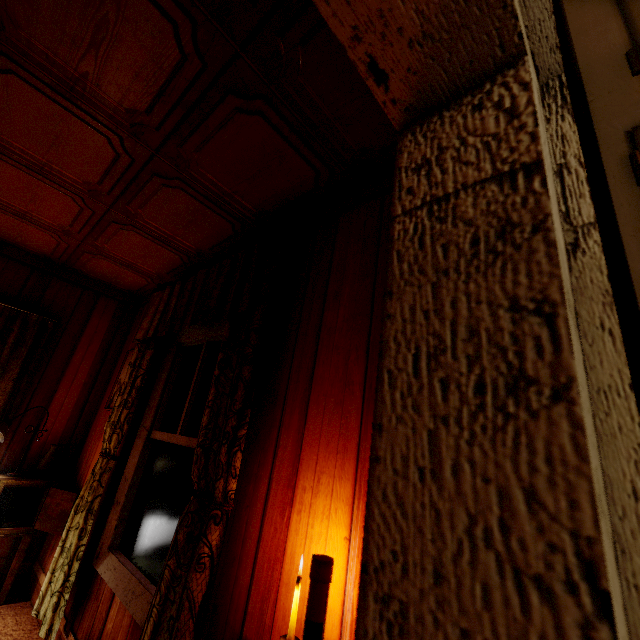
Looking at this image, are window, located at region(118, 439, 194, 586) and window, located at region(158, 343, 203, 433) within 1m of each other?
yes

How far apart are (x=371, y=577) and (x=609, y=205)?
0.7m

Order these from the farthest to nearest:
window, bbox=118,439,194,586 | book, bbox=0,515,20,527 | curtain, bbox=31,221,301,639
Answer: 1. book, bbox=0,515,20,527
2. window, bbox=118,439,194,586
3. curtain, bbox=31,221,301,639

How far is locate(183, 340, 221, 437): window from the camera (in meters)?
2.09

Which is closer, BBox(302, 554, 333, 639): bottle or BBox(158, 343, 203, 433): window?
BBox(302, 554, 333, 639): bottle

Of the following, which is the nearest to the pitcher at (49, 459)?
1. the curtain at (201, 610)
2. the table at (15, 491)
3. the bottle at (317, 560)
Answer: the table at (15, 491)

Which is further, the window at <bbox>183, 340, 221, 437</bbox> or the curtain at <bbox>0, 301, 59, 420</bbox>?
the curtain at <bbox>0, 301, 59, 420</bbox>

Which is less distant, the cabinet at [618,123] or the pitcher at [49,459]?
the cabinet at [618,123]
